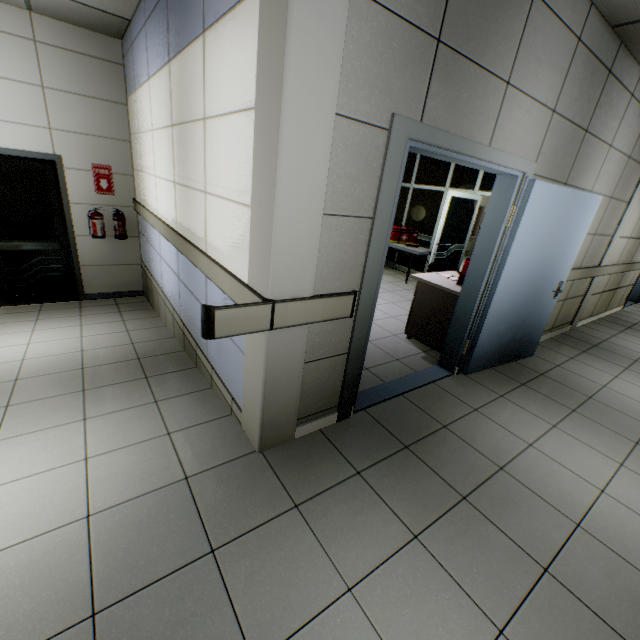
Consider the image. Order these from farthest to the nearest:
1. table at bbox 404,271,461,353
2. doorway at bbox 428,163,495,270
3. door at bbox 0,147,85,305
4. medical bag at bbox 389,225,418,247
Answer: medical bag at bbox 389,225,418,247
doorway at bbox 428,163,495,270
door at bbox 0,147,85,305
table at bbox 404,271,461,353

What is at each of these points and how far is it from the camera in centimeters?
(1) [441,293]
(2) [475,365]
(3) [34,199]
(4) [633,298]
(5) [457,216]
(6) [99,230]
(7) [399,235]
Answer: (1) table, 384cm
(2) door, 361cm
(3) door, 492cm
(4) door, 820cm
(5) doorway, 655cm
(6) fire extinguisher, 517cm
(7) medical bag, 736cm

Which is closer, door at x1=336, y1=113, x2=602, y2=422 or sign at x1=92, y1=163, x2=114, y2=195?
door at x1=336, y1=113, x2=602, y2=422

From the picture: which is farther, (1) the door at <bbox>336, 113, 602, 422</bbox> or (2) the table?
(2) the table

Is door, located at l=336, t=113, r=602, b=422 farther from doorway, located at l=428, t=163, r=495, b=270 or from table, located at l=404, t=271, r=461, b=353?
doorway, located at l=428, t=163, r=495, b=270

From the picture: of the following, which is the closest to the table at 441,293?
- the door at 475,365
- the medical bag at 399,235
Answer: the door at 475,365

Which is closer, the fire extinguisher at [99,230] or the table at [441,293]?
the table at [441,293]

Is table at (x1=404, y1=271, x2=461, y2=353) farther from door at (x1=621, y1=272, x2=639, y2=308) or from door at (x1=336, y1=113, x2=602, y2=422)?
door at (x1=621, y1=272, x2=639, y2=308)
